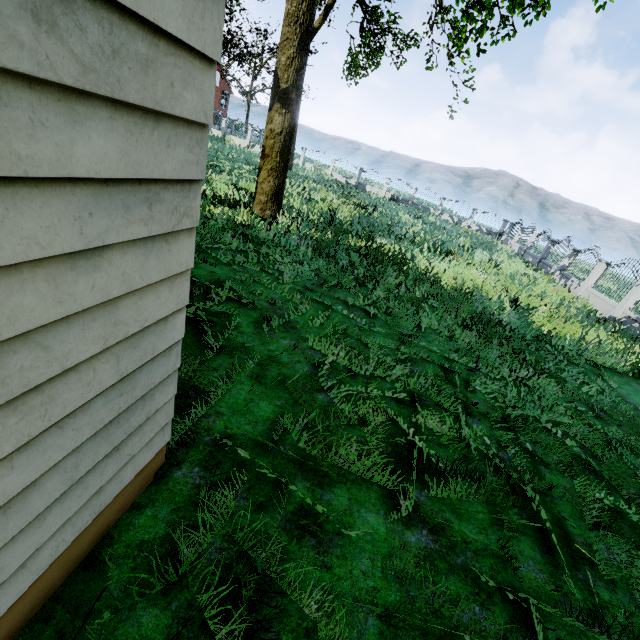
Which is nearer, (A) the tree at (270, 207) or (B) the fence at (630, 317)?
(A) the tree at (270, 207)

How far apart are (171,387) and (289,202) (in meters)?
11.56

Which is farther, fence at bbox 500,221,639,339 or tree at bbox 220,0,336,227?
fence at bbox 500,221,639,339
